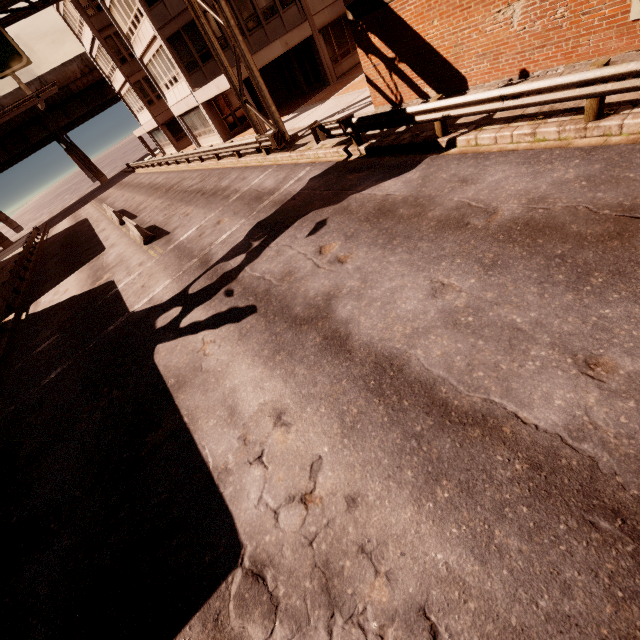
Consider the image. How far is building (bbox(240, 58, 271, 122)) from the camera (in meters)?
19.61

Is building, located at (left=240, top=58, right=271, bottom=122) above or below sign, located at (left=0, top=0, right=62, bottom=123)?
below

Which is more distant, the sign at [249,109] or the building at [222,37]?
the building at [222,37]

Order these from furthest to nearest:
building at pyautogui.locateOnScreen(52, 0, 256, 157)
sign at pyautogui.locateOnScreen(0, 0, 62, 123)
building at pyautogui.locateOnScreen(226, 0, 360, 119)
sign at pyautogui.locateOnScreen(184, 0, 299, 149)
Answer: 1. building at pyautogui.locateOnScreen(52, 0, 256, 157)
2. building at pyautogui.locateOnScreen(226, 0, 360, 119)
3. sign at pyautogui.locateOnScreen(184, 0, 299, 149)
4. sign at pyautogui.locateOnScreen(0, 0, 62, 123)

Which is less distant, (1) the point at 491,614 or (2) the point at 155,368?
(1) the point at 491,614

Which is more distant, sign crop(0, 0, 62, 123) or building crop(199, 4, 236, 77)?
building crop(199, 4, 236, 77)

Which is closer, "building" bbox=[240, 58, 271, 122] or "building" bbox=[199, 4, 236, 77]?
"building" bbox=[240, 58, 271, 122]
